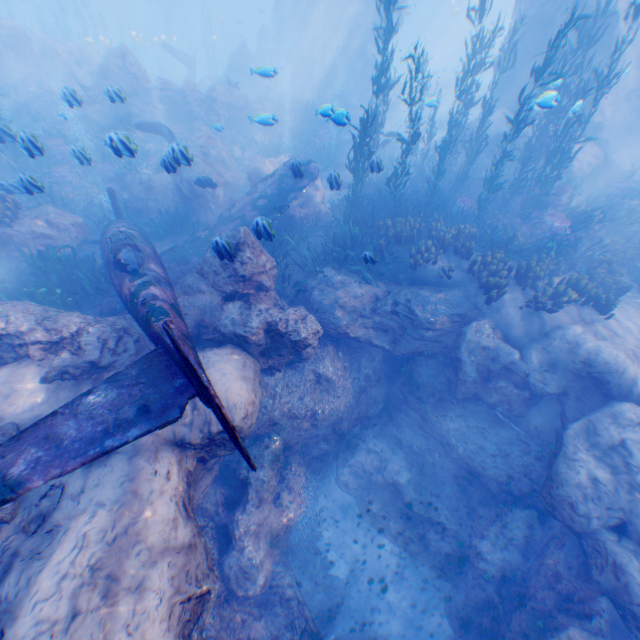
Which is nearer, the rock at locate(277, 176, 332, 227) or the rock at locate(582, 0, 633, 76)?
the rock at locate(277, 176, 332, 227)

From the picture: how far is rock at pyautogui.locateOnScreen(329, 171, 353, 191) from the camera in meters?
8.7

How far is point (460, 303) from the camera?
9.61m

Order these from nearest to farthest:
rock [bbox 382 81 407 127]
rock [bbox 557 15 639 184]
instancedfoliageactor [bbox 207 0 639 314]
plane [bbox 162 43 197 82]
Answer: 1. instancedfoliageactor [bbox 207 0 639 314]
2. rock [bbox 557 15 639 184]
3. rock [bbox 382 81 407 127]
4. plane [bbox 162 43 197 82]

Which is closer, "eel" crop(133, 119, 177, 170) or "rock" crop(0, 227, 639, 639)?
"rock" crop(0, 227, 639, 639)

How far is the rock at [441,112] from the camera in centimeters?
3300cm

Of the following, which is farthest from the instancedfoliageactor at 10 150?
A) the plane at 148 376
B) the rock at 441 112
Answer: the rock at 441 112

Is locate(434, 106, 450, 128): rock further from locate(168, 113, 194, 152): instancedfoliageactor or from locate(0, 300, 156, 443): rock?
locate(168, 113, 194, 152): instancedfoliageactor
